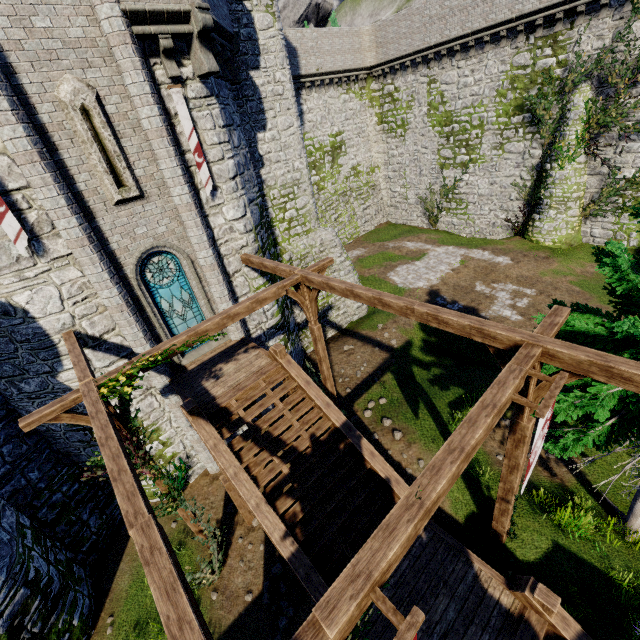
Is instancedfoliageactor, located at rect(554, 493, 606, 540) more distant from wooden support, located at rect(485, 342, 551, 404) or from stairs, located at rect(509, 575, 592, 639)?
stairs, located at rect(509, 575, 592, 639)

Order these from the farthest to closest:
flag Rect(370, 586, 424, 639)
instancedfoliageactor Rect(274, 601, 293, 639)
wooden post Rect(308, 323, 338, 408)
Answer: wooden post Rect(308, 323, 338, 408), instancedfoliageactor Rect(274, 601, 293, 639), flag Rect(370, 586, 424, 639)

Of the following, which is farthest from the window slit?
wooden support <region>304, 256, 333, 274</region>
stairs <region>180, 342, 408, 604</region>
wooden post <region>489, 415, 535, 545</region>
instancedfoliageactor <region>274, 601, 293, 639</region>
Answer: instancedfoliageactor <region>274, 601, 293, 639</region>

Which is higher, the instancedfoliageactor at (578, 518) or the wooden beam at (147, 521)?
the wooden beam at (147, 521)

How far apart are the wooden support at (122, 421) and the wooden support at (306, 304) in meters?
3.4

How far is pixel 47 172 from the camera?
7.3m

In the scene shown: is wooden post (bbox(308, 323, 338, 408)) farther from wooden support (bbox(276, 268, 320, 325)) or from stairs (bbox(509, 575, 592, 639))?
stairs (bbox(509, 575, 592, 639))

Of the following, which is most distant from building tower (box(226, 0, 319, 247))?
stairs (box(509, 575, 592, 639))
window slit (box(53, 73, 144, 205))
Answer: stairs (box(509, 575, 592, 639))
